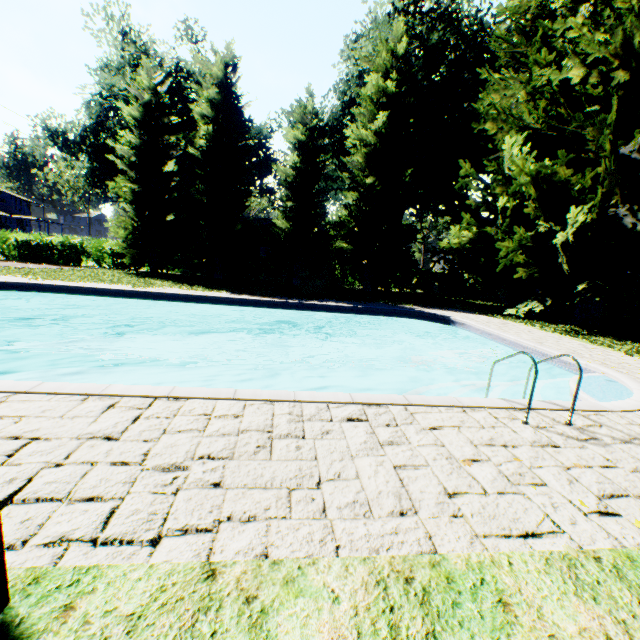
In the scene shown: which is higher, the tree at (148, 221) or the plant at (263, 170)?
the plant at (263, 170)

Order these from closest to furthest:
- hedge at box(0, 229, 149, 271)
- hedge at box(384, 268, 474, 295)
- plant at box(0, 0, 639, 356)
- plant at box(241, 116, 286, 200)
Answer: plant at box(0, 0, 639, 356)
hedge at box(0, 229, 149, 271)
hedge at box(384, 268, 474, 295)
plant at box(241, 116, 286, 200)

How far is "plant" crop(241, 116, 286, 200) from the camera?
39.9m

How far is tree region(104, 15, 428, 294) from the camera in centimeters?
1914cm

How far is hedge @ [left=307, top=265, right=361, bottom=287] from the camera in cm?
2464

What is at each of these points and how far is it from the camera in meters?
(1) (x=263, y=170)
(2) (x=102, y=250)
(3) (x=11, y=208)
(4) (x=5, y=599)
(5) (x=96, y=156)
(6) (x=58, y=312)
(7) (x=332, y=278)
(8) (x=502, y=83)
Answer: (1) plant, 41.4 m
(2) hedge, 22.5 m
(3) house, 55.7 m
(4) veranda, 1.7 m
(5) plant, 31.0 m
(6) swimming pool, 13.2 m
(7) hedge, 24.7 m
(8) plant, 17.2 m

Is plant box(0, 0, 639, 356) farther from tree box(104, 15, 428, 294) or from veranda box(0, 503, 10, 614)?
veranda box(0, 503, 10, 614)

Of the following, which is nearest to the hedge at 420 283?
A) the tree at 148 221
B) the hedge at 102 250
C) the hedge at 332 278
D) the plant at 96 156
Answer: the hedge at 332 278
